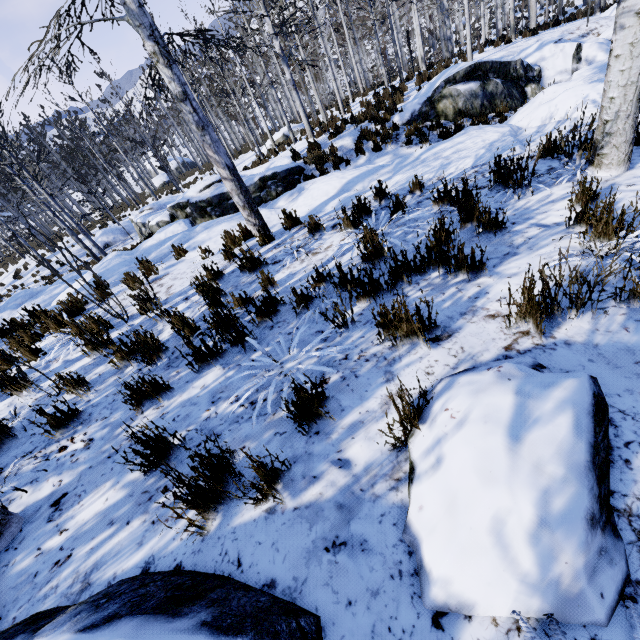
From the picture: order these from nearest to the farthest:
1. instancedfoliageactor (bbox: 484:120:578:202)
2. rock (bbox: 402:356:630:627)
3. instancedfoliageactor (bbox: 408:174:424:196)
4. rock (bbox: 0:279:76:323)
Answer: rock (bbox: 402:356:630:627) < instancedfoliageactor (bbox: 484:120:578:202) < instancedfoliageactor (bbox: 408:174:424:196) < rock (bbox: 0:279:76:323)

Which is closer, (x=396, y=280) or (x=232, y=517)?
(x=232, y=517)

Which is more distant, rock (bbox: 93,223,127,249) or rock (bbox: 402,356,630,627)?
rock (bbox: 93,223,127,249)

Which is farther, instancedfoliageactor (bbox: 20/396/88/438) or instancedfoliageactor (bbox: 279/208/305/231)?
instancedfoliageactor (bbox: 279/208/305/231)

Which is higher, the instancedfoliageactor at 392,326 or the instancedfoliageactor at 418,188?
the instancedfoliageactor at 392,326

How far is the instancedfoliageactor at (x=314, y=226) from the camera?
4.8 meters

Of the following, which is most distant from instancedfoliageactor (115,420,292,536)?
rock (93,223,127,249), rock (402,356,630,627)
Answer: rock (93,223,127,249)

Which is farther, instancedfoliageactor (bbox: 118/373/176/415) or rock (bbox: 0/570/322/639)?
instancedfoliageactor (bbox: 118/373/176/415)
